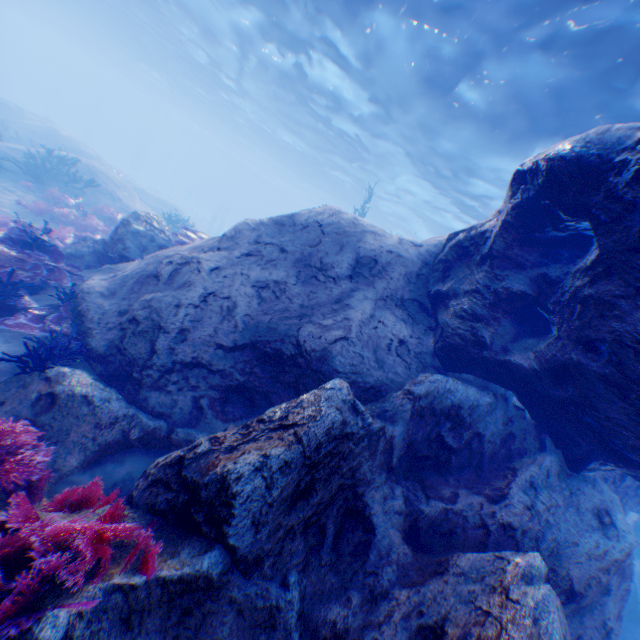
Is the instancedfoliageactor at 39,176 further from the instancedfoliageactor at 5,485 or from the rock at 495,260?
the instancedfoliageactor at 5,485

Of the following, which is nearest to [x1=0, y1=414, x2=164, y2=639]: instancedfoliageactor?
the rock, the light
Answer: the rock

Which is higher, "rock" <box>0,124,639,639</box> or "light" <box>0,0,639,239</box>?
"light" <box>0,0,639,239</box>

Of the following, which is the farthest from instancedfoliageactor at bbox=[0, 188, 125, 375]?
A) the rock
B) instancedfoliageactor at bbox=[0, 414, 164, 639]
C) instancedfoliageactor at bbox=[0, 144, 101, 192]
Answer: instancedfoliageactor at bbox=[0, 144, 101, 192]

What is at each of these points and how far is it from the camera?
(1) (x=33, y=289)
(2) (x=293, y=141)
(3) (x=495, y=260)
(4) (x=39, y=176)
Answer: (1) instancedfoliageactor, 6.2 meters
(2) light, 29.9 meters
(3) rock, 4.5 meters
(4) instancedfoliageactor, 12.5 meters

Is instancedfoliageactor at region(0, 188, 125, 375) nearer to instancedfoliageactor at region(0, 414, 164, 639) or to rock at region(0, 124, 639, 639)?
rock at region(0, 124, 639, 639)

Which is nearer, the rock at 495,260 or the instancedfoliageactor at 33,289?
the rock at 495,260

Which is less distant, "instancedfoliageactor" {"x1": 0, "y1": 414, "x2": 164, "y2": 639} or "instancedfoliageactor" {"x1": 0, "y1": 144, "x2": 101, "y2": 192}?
"instancedfoliageactor" {"x1": 0, "y1": 414, "x2": 164, "y2": 639}
